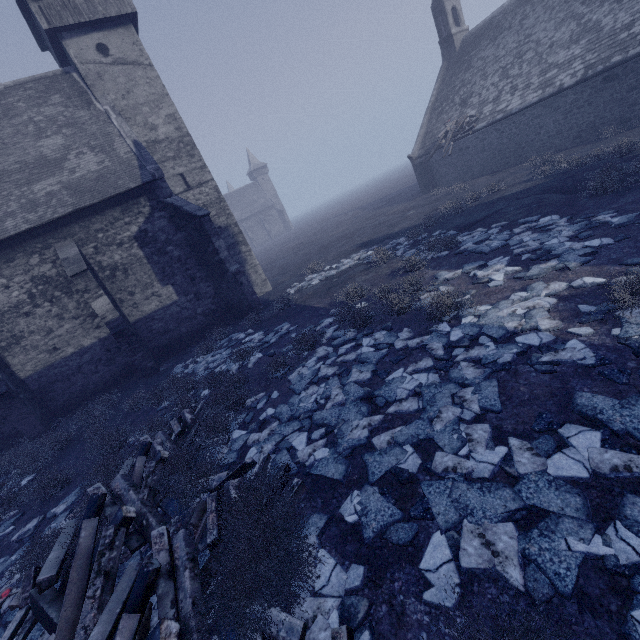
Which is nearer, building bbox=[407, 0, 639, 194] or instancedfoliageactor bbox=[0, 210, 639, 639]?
instancedfoliageactor bbox=[0, 210, 639, 639]

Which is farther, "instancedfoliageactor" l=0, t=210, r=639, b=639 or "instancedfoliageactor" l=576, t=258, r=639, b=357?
"instancedfoliageactor" l=576, t=258, r=639, b=357

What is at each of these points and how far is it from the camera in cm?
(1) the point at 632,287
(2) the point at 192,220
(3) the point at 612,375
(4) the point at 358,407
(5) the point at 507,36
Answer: (1) instancedfoliageactor, 490
(2) building, 1343
(3) instancedfoliageactor, 381
(4) instancedfoliageactor, 530
(5) building, 2014

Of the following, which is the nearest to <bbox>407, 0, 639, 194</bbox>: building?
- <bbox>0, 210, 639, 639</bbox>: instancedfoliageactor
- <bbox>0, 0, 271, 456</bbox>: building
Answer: <bbox>0, 210, 639, 639</bbox>: instancedfoliageactor

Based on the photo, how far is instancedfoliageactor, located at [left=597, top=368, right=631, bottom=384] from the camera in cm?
369

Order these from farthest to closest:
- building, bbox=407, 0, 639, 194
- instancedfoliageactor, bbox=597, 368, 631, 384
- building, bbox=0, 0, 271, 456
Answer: building, bbox=407, 0, 639, 194 < building, bbox=0, 0, 271, 456 < instancedfoliageactor, bbox=597, 368, 631, 384

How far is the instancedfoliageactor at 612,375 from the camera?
3.7m

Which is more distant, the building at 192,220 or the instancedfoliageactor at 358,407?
the building at 192,220
